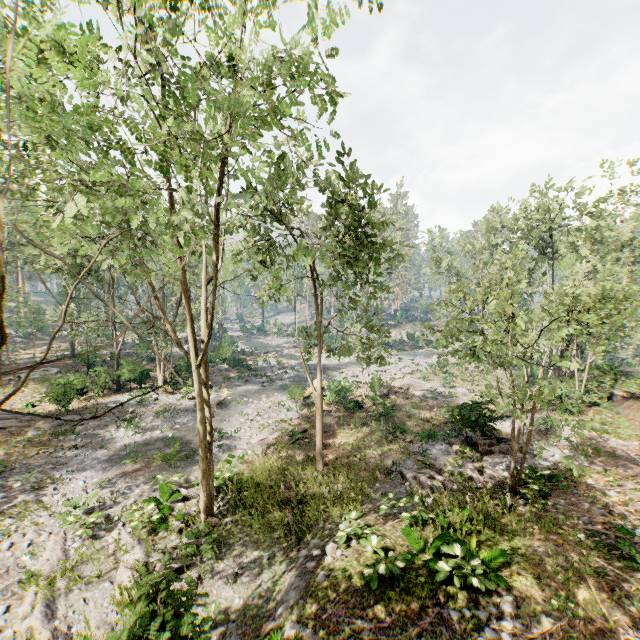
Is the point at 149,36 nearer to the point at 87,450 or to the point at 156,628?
the point at 156,628

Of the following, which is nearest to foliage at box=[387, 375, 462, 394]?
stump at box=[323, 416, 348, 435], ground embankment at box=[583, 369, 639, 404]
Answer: ground embankment at box=[583, 369, 639, 404]

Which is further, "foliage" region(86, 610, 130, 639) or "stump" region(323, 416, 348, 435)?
"stump" region(323, 416, 348, 435)

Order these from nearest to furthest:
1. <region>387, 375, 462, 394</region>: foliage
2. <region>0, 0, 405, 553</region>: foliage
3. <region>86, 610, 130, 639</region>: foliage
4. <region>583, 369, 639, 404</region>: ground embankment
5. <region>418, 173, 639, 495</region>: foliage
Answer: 1. <region>0, 0, 405, 553</region>: foliage
2. <region>86, 610, 130, 639</region>: foliage
3. <region>418, 173, 639, 495</region>: foliage
4. <region>583, 369, 639, 404</region>: ground embankment
5. <region>387, 375, 462, 394</region>: foliage

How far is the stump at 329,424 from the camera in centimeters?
2162cm

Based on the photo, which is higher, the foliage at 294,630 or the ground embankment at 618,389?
the ground embankment at 618,389

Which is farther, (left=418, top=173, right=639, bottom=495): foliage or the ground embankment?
the ground embankment

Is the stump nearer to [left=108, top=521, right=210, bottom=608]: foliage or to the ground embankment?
[left=108, top=521, right=210, bottom=608]: foliage
